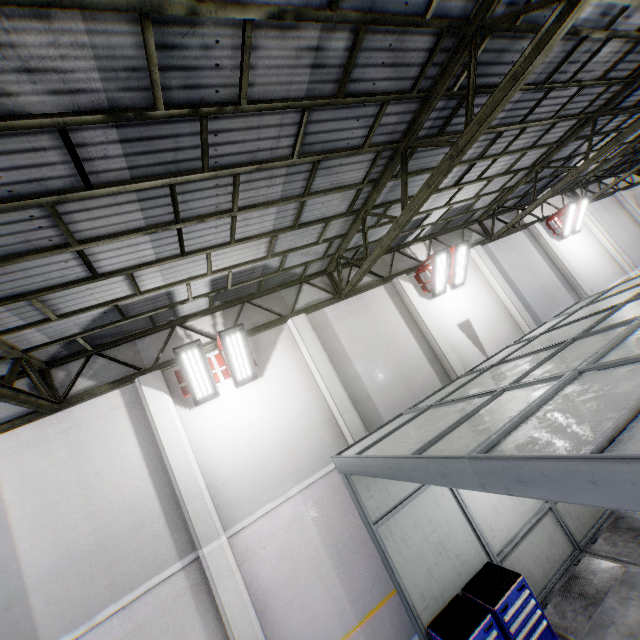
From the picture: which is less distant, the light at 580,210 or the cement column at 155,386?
the cement column at 155,386

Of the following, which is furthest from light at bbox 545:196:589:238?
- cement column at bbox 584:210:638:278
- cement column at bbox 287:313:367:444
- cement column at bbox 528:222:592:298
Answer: cement column at bbox 287:313:367:444

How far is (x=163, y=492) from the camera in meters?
6.9

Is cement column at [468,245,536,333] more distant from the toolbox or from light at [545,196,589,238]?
the toolbox

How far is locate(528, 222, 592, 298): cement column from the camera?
13.4m

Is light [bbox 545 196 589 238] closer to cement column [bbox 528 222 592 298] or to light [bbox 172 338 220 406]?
cement column [bbox 528 222 592 298]

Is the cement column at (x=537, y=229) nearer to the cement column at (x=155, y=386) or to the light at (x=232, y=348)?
the light at (x=232, y=348)

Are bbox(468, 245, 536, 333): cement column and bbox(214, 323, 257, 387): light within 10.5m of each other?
yes
